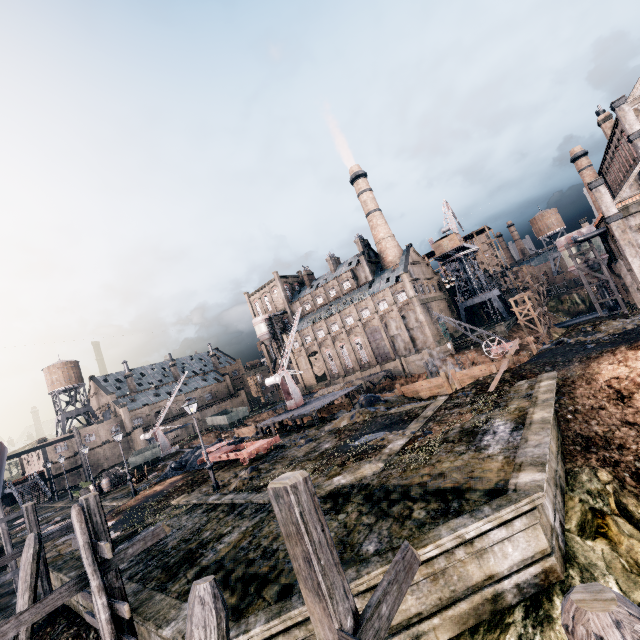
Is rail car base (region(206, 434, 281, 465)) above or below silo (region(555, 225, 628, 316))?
Answer: below

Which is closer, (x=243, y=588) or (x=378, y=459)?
(x=243, y=588)

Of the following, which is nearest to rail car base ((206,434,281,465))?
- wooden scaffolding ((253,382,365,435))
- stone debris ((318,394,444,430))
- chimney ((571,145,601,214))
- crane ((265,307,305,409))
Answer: stone debris ((318,394,444,430))

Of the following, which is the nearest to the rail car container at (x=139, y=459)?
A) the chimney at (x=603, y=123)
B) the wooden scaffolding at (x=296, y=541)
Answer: the wooden scaffolding at (x=296, y=541)

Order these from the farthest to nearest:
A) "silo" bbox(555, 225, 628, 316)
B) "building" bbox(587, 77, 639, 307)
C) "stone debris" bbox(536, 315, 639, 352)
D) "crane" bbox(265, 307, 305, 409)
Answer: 1. "silo" bbox(555, 225, 628, 316)
2. "crane" bbox(265, 307, 305, 409)
3. "building" bbox(587, 77, 639, 307)
4. "stone debris" bbox(536, 315, 639, 352)

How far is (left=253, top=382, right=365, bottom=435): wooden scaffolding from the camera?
29.6 meters

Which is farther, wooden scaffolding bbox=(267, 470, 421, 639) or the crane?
the crane

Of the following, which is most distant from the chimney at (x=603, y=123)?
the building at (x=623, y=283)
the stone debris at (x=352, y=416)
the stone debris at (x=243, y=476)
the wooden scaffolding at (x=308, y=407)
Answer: the stone debris at (x=243, y=476)
